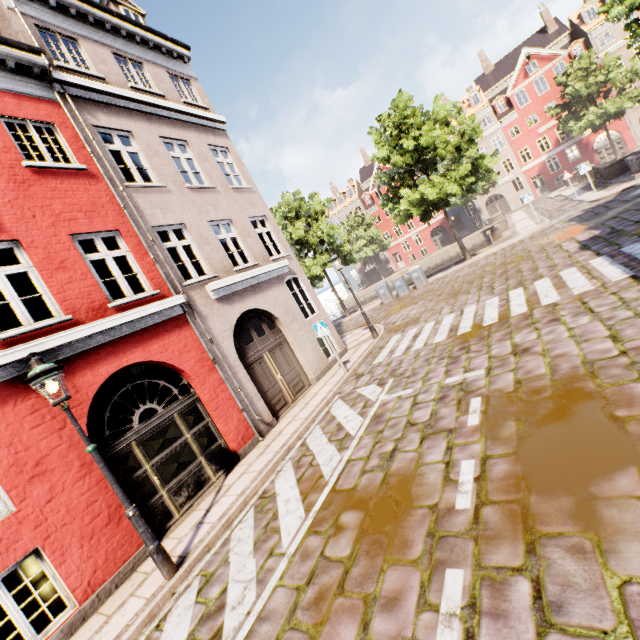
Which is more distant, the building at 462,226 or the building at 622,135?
the building at 462,226

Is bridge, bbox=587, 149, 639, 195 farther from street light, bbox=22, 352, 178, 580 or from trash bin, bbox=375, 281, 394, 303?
street light, bbox=22, 352, 178, 580

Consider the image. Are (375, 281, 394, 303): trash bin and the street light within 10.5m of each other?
no

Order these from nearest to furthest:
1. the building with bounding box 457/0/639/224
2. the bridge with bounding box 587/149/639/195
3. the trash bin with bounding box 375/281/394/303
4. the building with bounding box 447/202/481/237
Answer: the bridge with bounding box 587/149/639/195, the trash bin with bounding box 375/281/394/303, the building with bounding box 457/0/639/224, the building with bounding box 447/202/481/237

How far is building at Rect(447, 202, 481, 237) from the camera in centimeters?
4456cm

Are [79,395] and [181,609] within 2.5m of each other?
no

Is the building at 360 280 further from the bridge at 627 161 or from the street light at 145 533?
the bridge at 627 161

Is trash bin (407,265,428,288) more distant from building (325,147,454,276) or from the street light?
the street light
